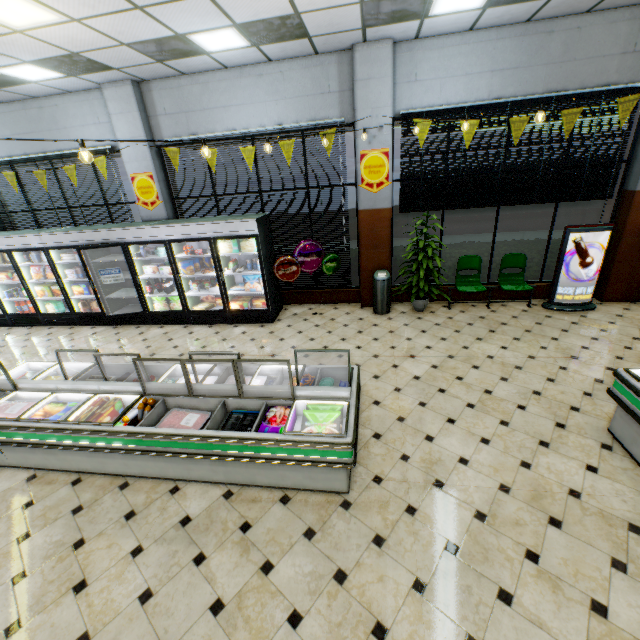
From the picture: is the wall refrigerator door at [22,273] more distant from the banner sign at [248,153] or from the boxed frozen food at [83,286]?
the banner sign at [248,153]

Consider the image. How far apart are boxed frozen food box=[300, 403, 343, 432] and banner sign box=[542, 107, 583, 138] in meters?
5.3

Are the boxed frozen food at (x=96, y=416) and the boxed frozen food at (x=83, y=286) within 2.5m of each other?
no

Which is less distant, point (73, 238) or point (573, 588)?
point (573, 588)

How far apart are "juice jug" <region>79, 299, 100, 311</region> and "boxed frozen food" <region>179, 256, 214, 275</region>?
3.06m

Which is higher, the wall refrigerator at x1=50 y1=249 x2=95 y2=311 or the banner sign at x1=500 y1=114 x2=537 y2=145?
the banner sign at x1=500 y1=114 x2=537 y2=145

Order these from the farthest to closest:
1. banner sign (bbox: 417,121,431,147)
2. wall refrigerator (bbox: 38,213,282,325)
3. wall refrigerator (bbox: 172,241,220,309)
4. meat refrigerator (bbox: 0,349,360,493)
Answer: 1. wall refrigerator (bbox: 172,241,220,309)
2. wall refrigerator (bbox: 38,213,282,325)
3. banner sign (bbox: 417,121,431,147)
4. meat refrigerator (bbox: 0,349,360,493)

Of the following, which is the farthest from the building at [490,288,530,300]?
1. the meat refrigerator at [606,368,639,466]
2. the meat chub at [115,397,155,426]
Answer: the meat chub at [115,397,155,426]
